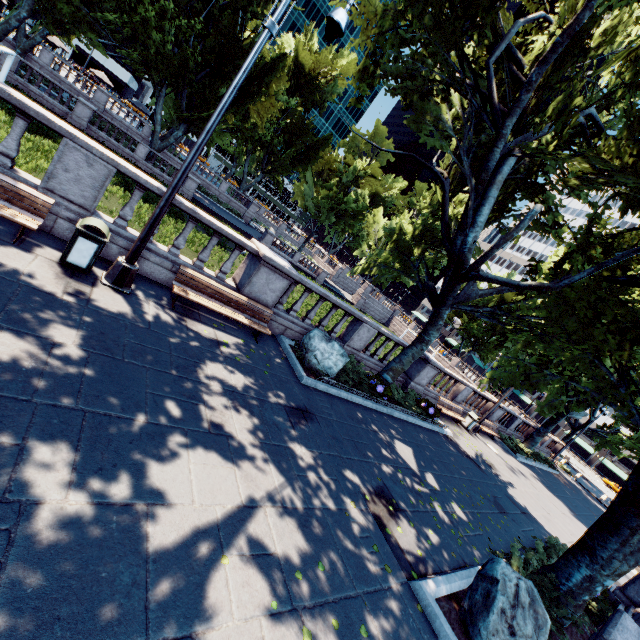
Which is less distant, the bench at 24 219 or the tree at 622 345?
the bench at 24 219

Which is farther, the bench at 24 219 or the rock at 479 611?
the bench at 24 219

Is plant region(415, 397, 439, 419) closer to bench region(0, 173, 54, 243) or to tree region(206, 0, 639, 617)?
tree region(206, 0, 639, 617)

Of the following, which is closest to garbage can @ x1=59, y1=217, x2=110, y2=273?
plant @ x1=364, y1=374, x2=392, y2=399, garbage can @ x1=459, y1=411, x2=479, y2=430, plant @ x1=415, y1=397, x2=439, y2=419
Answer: plant @ x1=364, y1=374, x2=392, y2=399

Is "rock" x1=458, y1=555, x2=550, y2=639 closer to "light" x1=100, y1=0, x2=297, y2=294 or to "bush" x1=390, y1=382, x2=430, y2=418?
"bush" x1=390, y1=382, x2=430, y2=418

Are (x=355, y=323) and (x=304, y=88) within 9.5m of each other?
no

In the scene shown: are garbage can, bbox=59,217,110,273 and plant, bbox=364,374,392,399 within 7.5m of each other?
no

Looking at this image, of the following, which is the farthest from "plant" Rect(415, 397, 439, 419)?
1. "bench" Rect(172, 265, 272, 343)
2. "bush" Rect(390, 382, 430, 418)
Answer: "bench" Rect(172, 265, 272, 343)
